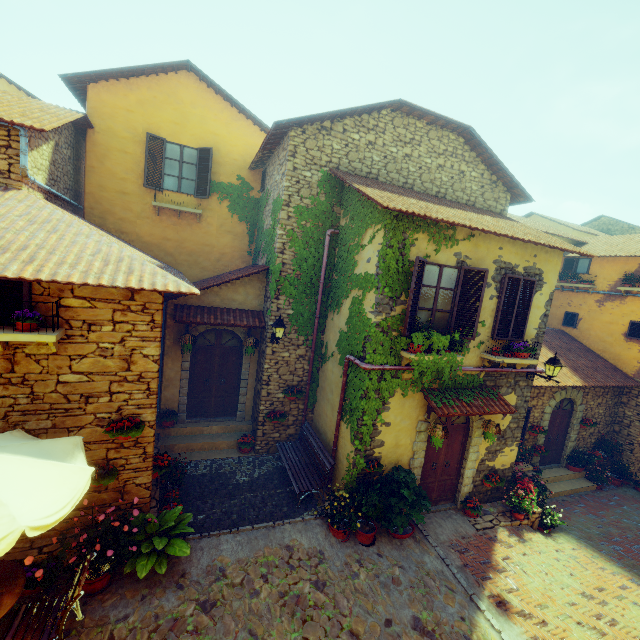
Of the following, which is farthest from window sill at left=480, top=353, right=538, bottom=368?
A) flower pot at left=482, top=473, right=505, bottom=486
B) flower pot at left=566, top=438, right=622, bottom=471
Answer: flower pot at left=566, top=438, right=622, bottom=471

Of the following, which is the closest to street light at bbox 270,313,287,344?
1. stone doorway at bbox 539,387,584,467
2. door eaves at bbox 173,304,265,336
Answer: door eaves at bbox 173,304,265,336

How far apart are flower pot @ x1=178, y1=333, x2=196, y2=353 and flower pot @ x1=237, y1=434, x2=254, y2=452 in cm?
297

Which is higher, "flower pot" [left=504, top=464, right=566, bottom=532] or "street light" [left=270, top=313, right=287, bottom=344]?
"street light" [left=270, top=313, right=287, bottom=344]

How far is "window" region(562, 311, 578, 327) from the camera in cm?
1478

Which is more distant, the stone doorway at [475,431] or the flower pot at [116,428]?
the stone doorway at [475,431]

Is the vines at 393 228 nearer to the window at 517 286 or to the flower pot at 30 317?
the window at 517 286

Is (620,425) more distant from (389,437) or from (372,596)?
(372,596)
